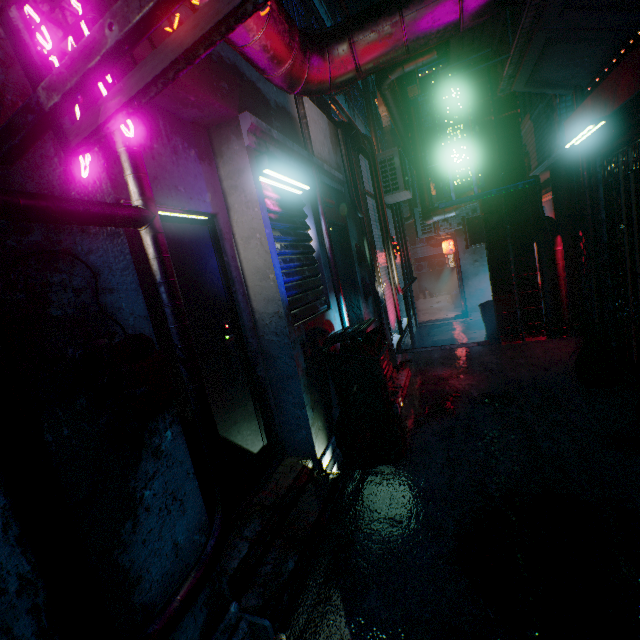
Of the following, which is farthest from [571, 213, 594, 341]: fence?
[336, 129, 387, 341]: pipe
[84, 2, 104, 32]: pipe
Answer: [84, 2, 104, 32]: pipe

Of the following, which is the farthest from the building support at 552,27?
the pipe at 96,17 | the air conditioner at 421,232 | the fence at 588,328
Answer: the air conditioner at 421,232

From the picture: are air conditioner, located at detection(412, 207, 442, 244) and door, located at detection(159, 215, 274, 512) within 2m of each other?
no

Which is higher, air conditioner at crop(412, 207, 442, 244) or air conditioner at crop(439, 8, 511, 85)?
air conditioner at crop(439, 8, 511, 85)

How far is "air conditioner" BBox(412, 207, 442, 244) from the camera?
10.01m

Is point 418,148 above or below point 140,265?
above

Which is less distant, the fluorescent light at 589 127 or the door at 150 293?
the door at 150 293

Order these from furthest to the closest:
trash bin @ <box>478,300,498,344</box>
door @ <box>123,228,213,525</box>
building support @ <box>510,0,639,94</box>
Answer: trash bin @ <box>478,300,498,344</box> → building support @ <box>510,0,639,94</box> → door @ <box>123,228,213,525</box>
